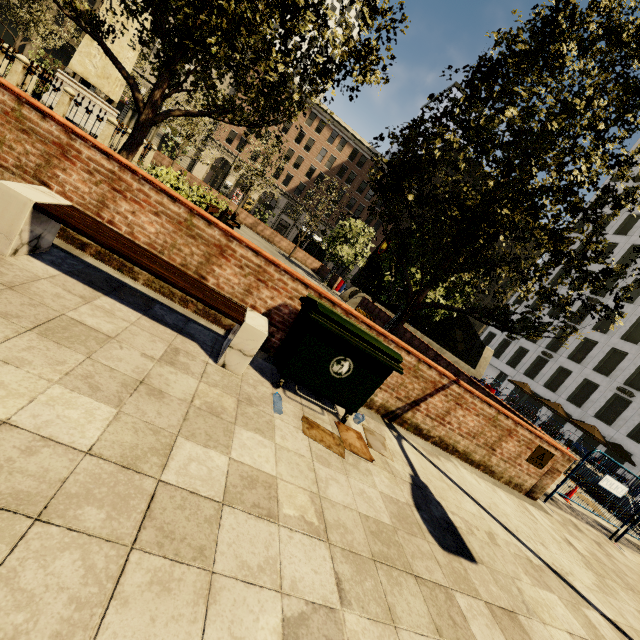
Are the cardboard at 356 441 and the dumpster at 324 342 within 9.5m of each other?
yes

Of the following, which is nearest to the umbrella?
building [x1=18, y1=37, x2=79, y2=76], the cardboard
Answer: the cardboard

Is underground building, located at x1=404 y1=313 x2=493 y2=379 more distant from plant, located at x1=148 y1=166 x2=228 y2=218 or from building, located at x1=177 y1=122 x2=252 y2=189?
building, located at x1=177 y1=122 x2=252 y2=189

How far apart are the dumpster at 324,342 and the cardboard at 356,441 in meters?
0.1 m

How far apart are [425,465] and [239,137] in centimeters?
5243cm

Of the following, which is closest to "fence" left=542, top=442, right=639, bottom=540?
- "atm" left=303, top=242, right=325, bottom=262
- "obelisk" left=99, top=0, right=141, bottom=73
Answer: "obelisk" left=99, top=0, right=141, bottom=73

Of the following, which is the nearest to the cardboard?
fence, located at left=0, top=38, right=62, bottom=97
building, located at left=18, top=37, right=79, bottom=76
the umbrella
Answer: fence, located at left=0, top=38, right=62, bottom=97

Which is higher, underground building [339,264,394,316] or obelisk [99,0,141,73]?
obelisk [99,0,141,73]
